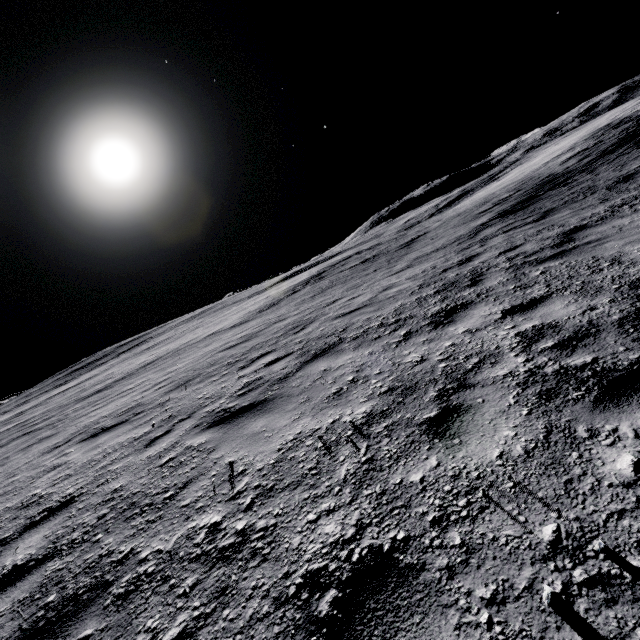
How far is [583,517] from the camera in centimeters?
144cm
